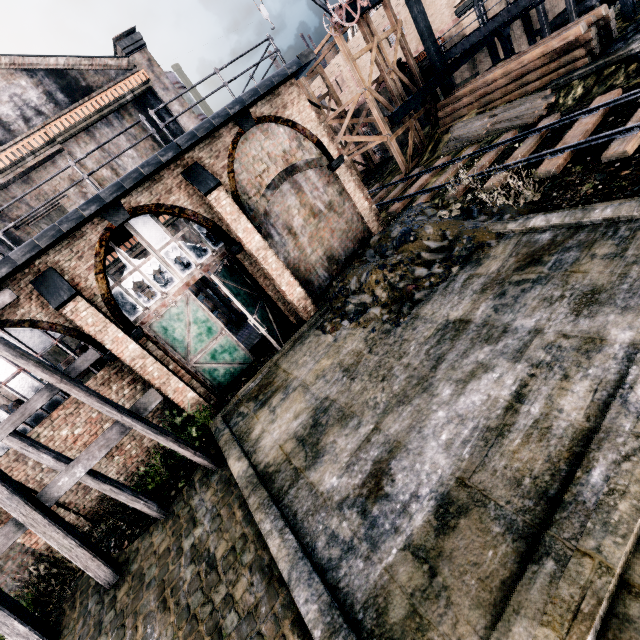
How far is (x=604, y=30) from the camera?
15.7m

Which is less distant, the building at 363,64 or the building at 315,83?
the building at 363,64

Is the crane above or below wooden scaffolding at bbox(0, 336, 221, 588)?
above

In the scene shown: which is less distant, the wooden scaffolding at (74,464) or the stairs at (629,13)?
the wooden scaffolding at (74,464)

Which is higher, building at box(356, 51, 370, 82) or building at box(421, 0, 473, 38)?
building at box(356, 51, 370, 82)

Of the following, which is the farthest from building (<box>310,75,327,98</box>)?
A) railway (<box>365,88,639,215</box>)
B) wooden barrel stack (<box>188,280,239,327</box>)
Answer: wooden barrel stack (<box>188,280,239,327</box>)

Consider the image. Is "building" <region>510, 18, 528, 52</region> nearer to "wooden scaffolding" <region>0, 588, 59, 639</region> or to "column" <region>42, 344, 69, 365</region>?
"wooden scaffolding" <region>0, 588, 59, 639</region>

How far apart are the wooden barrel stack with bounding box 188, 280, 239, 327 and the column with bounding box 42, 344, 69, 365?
5.3 meters
